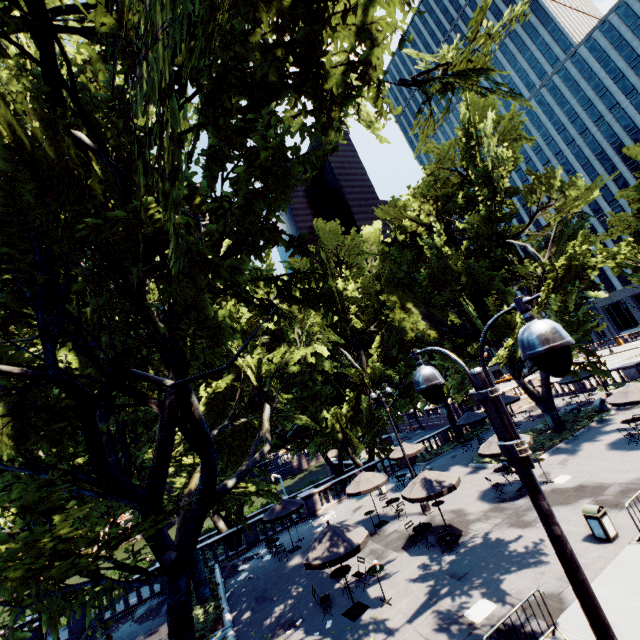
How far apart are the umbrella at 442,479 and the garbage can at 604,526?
4.3 meters

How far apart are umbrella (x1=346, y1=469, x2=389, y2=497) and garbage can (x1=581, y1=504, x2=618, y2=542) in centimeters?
949cm

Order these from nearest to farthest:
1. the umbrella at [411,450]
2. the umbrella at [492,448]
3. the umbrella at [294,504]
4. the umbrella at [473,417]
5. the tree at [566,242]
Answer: the tree at [566,242], the umbrella at [492,448], the umbrella at [294,504], the umbrella at [411,450], the umbrella at [473,417]

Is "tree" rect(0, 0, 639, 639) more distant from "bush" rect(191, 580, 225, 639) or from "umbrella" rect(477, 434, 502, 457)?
"umbrella" rect(477, 434, 502, 457)

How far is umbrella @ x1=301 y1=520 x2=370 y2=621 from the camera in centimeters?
1141cm

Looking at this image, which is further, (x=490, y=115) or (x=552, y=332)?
(x=490, y=115)

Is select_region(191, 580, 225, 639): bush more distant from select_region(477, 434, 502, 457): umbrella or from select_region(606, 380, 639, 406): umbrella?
select_region(606, 380, 639, 406): umbrella

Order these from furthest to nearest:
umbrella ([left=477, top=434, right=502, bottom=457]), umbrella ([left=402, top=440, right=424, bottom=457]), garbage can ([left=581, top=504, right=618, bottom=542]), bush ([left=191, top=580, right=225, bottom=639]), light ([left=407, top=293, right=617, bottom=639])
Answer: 1. umbrella ([left=402, top=440, right=424, bottom=457])
2. umbrella ([left=477, top=434, right=502, bottom=457])
3. bush ([left=191, top=580, right=225, bottom=639])
4. garbage can ([left=581, top=504, right=618, bottom=542])
5. light ([left=407, top=293, right=617, bottom=639])
